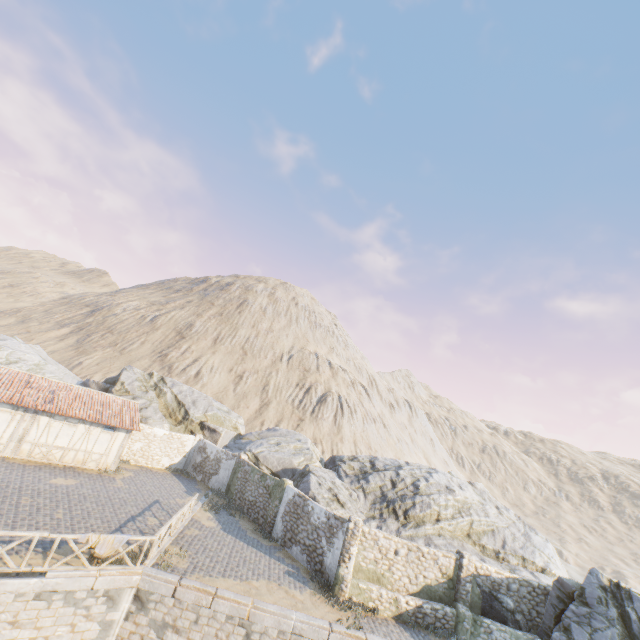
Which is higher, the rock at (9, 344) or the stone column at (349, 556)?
the rock at (9, 344)

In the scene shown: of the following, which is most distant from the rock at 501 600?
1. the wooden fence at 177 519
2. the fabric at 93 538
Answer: the fabric at 93 538

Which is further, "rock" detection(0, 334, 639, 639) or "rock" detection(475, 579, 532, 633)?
"rock" detection(475, 579, 532, 633)

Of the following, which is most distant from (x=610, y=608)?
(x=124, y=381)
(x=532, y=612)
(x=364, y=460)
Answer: (x=124, y=381)

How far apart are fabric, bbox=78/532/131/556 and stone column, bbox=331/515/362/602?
9.0 meters

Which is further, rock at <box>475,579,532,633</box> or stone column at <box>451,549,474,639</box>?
rock at <box>475,579,532,633</box>

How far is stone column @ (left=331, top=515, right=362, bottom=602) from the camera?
14.5m

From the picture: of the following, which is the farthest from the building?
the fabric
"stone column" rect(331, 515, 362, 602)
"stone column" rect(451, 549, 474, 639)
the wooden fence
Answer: "stone column" rect(451, 549, 474, 639)
